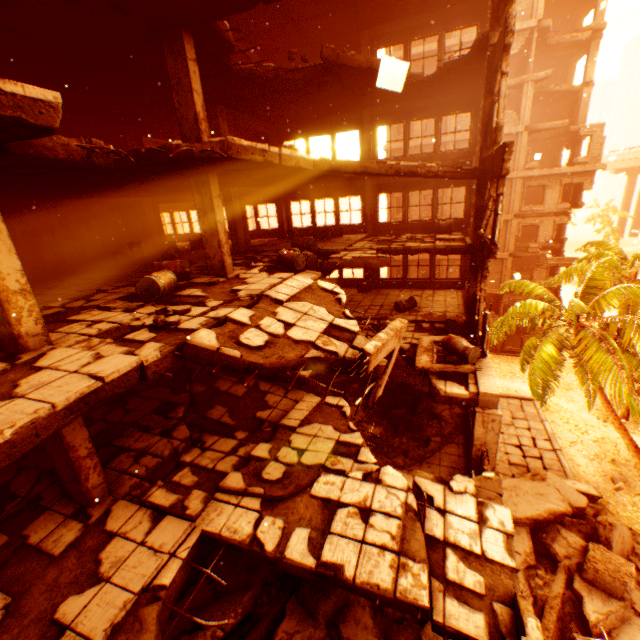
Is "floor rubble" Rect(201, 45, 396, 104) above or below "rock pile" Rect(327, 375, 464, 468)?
above

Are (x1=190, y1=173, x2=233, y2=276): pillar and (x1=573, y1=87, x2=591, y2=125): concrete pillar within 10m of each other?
no

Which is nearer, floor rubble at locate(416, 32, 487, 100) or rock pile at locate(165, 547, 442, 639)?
rock pile at locate(165, 547, 442, 639)

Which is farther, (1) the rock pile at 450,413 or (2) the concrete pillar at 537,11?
(2) the concrete pillar at 537,11

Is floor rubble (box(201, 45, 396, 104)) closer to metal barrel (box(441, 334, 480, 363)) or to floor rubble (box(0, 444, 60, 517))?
floor rubble (box(0, 444, 60, 517))

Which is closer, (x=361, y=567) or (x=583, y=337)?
(x=361, y=567)

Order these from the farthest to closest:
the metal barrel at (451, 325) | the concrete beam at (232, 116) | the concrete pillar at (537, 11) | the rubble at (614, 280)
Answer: the concrete pillar at (537, 11)
the concrete beam at (232, 116)
the rubble at (614, 280)
the metal barrel at (451, 325)

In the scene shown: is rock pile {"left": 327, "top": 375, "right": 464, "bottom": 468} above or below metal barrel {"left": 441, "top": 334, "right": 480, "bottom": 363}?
below
